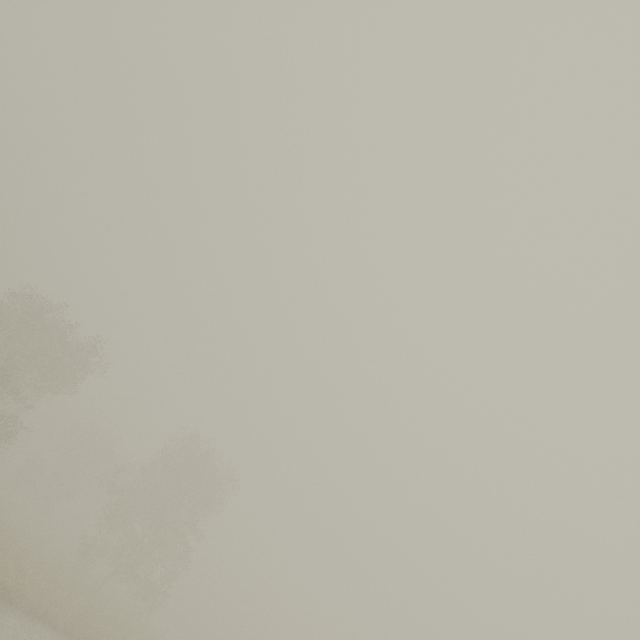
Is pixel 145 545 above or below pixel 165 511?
below
